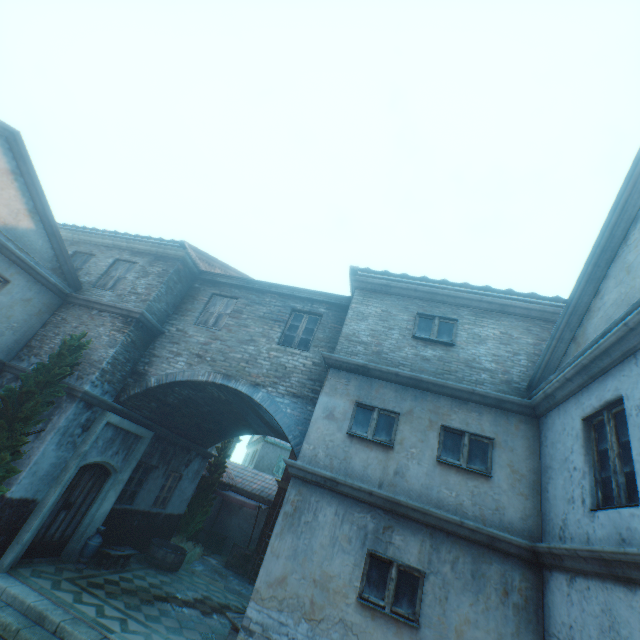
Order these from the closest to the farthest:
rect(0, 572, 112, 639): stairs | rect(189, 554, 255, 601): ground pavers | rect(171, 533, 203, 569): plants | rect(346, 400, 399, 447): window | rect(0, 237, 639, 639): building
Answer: rect(0, 237, 639, 639): building, rect(0, 572, 112, 639): stairs, rect(346, 400, 399, 447): window, rect(189, 554, 255, 601): ground pavers, rect(171, 533, 203, 569): plants

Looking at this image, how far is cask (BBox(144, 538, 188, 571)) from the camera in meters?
10.9

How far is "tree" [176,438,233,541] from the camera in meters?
14.2 m

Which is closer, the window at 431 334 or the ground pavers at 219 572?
the window at 431 334

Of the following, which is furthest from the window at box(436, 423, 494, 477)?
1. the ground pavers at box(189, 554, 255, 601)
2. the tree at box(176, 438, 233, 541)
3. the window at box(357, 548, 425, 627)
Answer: the tree at box(176, 438, 233, 541)

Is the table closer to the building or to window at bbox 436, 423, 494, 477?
the building

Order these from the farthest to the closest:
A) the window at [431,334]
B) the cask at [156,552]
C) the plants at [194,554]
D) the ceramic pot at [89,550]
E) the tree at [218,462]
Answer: the tree at [218,462] < the plants at [194,554] < the cask at [156,552] < the ceramic pot at [89,550] < the window at [431,334]

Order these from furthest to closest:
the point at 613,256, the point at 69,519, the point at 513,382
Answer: the point at 69,519
the point at 513,382
the point at 613,256
